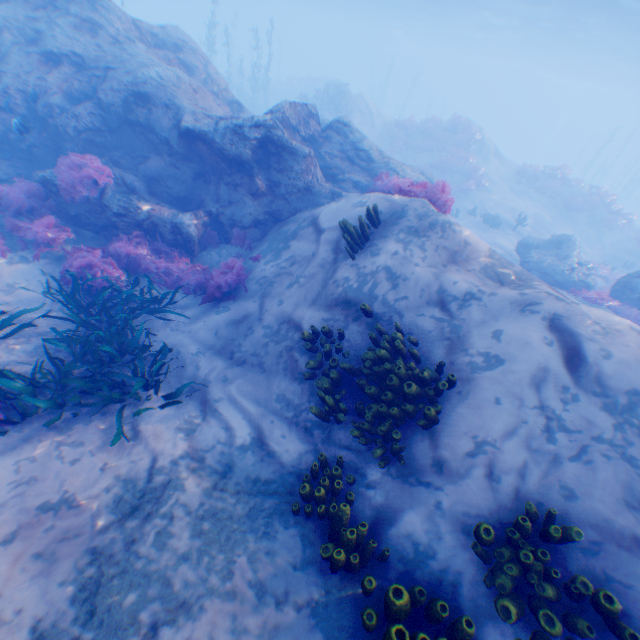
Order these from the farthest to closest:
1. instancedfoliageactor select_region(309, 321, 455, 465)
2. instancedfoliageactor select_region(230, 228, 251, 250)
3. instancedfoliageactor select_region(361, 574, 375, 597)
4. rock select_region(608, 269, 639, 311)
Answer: rock select_region(608, 269, 639, 311) → instancedfoliageactor select_region(230, 228, 251, 250) → instancedfoliageactor select_region(309, 321, 455, 465) → instancedfoliageactor select_region(361, 574, 375, 597)

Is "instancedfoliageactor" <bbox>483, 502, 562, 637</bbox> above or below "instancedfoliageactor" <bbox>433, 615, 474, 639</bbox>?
above

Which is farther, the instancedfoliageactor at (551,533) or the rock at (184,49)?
the rock at (184,49)

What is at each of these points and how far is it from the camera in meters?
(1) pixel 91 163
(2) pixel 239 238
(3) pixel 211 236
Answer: (1) instancedfoliageactor, 8.3 m
(2) instancedfoliageactor, 9.4 m
(3) instancedfoliageactor, 9.7 m

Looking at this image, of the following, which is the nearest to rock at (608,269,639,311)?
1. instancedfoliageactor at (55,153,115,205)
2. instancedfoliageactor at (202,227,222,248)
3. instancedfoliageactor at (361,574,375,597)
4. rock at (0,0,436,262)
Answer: rock at (0,0,436,262)

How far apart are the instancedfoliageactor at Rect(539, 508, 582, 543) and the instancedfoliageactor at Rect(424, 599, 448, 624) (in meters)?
0.23

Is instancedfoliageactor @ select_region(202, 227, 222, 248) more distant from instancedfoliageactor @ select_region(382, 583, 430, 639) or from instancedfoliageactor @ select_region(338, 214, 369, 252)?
instancedfoliageactor @ select_region(382, 583, 430, 639)

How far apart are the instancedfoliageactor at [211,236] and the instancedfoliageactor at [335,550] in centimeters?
764cm
